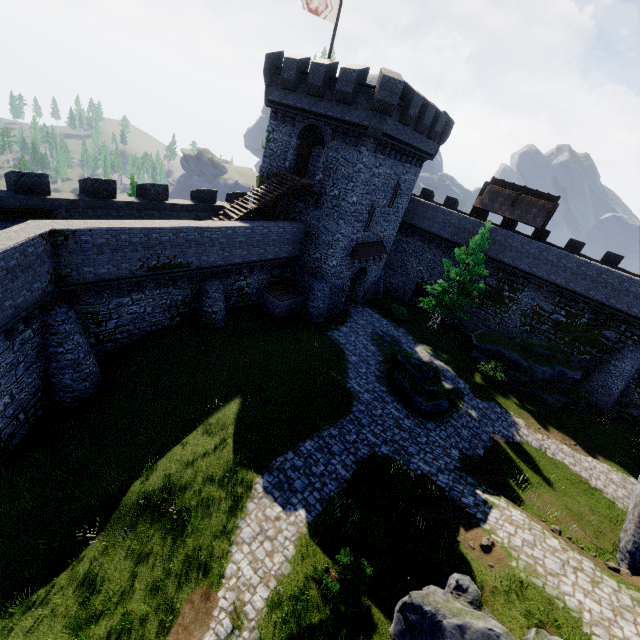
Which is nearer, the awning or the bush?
the bush

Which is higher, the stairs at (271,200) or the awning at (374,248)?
the stairs at (271,200)

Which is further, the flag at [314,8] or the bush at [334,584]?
the flag at [314,8]

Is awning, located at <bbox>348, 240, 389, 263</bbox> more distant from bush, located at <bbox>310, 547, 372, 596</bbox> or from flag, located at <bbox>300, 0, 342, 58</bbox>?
bush, located at <bbox>310, 547, 372, 596</bbox>

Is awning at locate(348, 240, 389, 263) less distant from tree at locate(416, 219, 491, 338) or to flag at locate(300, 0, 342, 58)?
tree at locate(416, 219, 491, 338)

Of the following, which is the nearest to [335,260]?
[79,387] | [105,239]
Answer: [105,239]

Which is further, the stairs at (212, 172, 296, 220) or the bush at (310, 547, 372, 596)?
the stairs at (212, 172, 296, 220)

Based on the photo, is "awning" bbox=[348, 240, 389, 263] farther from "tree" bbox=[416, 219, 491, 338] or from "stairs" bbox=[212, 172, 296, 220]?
"stairs" bbox=[212, 172, 296, 220]
